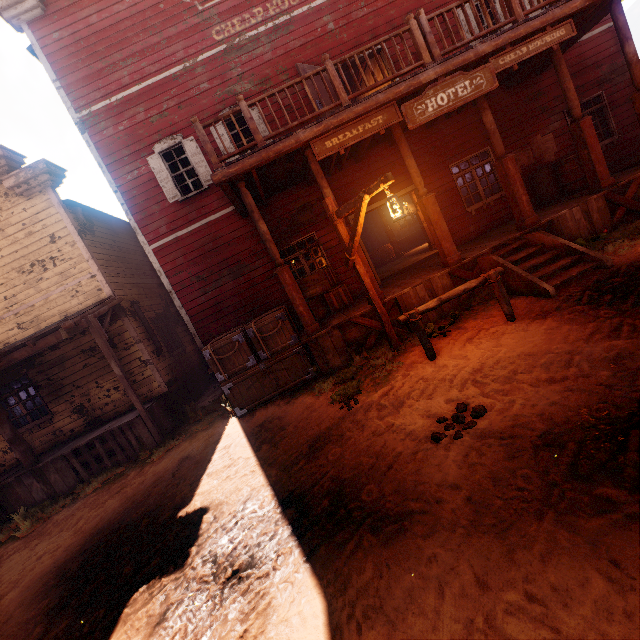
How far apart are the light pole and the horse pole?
0.9m

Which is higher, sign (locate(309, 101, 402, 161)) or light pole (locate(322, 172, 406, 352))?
sign (locate(309, 101, 402, 161))

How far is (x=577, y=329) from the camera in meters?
4.2

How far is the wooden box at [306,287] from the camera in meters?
8.7

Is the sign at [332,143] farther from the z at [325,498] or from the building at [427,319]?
the z at [325,498]

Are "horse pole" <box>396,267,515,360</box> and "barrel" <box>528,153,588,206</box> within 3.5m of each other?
no

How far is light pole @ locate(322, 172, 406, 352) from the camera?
5.1 meters

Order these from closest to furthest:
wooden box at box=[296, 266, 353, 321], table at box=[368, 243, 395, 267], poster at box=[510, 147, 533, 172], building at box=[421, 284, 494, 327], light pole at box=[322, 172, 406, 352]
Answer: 1. light pole at box=[322, 172, 406, 352]
2. building at box=[421, 284, 494, 327]
3. wooden box at box=[296, 266, 353, 321]
4. poster at box=[510, 147, 533, 172]
5. table at box=[368, 243, 395, 267]
